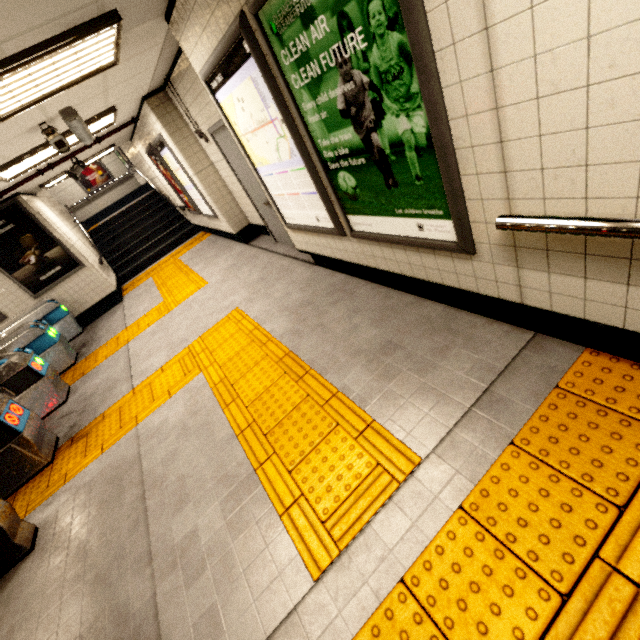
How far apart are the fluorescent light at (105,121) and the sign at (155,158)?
0.7m

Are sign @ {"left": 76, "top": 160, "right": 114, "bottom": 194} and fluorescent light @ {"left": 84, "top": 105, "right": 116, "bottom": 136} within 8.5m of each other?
no

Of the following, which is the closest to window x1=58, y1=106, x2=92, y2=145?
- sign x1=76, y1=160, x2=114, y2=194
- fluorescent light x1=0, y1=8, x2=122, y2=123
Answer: fluorescent light x1=0, y1=8, x2=122, y2=123

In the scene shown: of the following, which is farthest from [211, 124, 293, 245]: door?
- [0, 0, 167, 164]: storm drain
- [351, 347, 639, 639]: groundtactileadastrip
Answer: [351, 347, 639, 639]: groundtactileadastrip

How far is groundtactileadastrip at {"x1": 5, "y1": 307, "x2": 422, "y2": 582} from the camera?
1.9m

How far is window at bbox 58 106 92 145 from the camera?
3.7m

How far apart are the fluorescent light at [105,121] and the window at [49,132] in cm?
75

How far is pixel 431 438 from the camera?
2.0 meters
